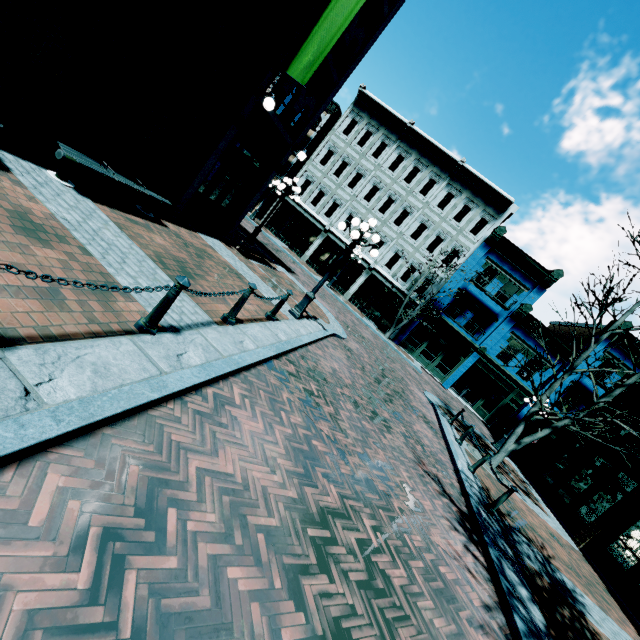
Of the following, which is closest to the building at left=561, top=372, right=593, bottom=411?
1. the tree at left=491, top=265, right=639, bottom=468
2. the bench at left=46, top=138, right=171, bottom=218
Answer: the tree at left=491, top=265, right=639, bottom=468

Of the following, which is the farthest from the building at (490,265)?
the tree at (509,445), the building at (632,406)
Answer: the tree at (509,445)

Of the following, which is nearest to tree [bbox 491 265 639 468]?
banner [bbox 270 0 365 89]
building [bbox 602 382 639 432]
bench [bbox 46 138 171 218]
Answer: building [bbox 602 382 639 432]

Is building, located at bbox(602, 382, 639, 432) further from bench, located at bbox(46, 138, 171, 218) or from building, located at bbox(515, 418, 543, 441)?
building, located at bbox(515, 418, 543, 441)

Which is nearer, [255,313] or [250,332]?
[250,332]

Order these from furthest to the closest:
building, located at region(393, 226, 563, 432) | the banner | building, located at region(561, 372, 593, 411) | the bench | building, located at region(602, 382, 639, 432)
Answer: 1. building, located at region(393, 226, 563, 432)
2. building, located at region(561, 372, 593, 411)
3. building, located at region(602, 382, 639, 432)
4. the banner
5. the bench

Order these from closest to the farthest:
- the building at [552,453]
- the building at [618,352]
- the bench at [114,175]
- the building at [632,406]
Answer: the bench at [114,175]
the building at [552,453]
the building at [632,406]
the building at [618,352]

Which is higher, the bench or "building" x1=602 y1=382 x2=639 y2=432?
"building" x1=602 y1=382 x2=639 y2=432
